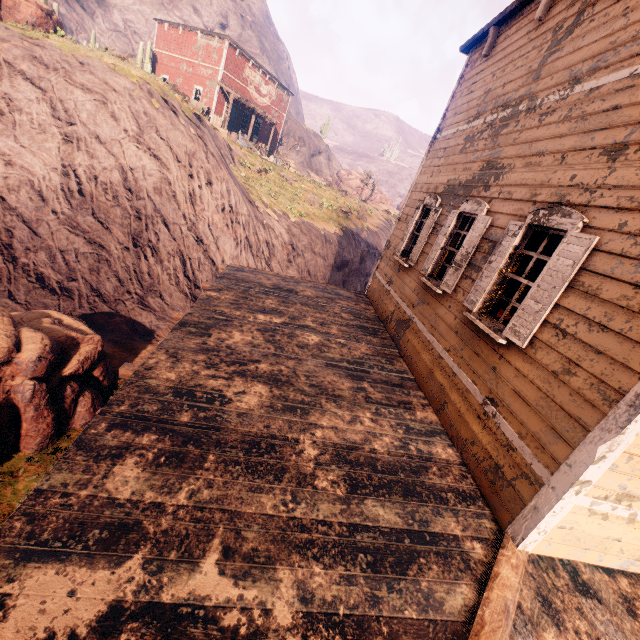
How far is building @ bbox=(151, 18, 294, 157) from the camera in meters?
25.9 m

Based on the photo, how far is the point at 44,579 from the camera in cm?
214

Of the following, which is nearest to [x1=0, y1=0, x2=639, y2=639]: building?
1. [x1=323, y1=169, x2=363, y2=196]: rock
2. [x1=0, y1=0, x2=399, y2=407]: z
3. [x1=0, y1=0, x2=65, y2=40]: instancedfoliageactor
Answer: [x1=0, y1=0, x2=399, y2=407]: z

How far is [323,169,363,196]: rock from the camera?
49.38m

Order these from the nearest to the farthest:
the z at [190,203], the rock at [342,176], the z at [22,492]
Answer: the z at [22,492]
the z at [190,203]
the rock at [342,176]

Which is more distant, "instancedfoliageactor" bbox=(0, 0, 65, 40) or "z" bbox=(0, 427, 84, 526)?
"instancedfoliageactor" bbox=(0, 0, 65, 40)

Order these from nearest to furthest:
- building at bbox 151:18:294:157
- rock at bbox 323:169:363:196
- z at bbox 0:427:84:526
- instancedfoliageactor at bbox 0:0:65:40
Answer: z at bbox 0:427:84:526
instancedfoliageactor at bbox 0:0:65:40
building at bbox 151:18:294:157
rock at bbox 323:169:363:196

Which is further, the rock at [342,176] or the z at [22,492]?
the rock at [342,176]
